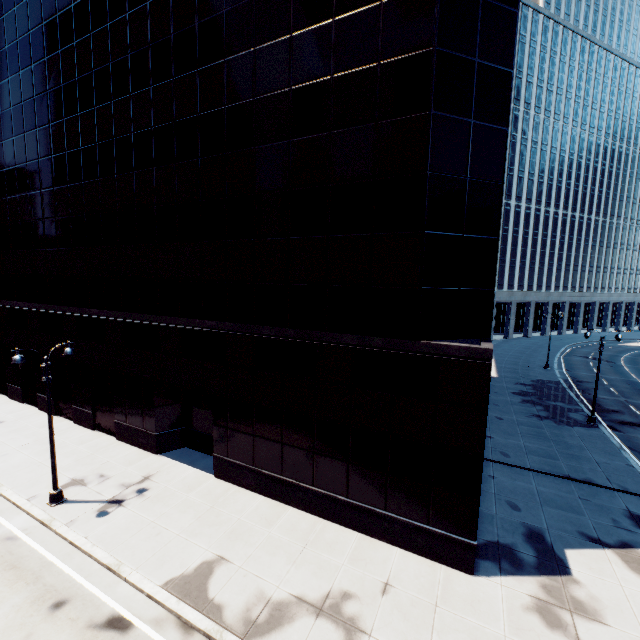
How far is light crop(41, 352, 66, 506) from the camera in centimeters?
1434cm

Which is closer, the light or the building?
the building

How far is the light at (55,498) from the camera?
14.3m

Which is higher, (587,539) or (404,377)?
(404,377)

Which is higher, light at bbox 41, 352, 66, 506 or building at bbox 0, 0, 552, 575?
building at bbox 0, 0, 552, 575

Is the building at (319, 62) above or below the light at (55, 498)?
above
